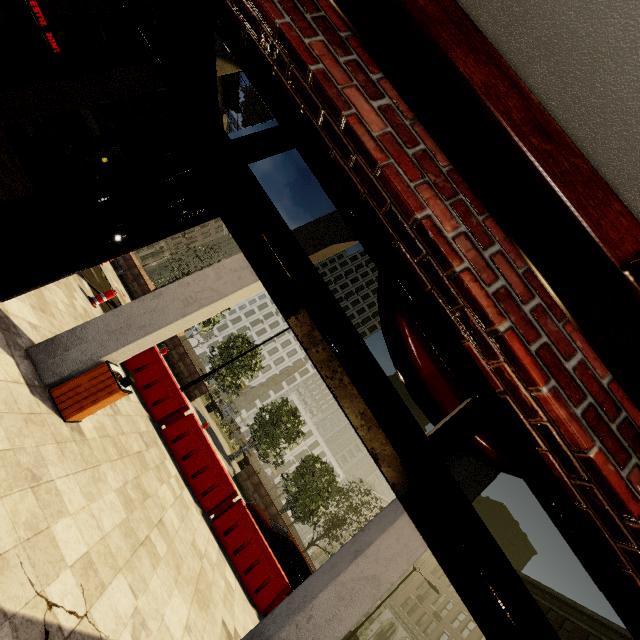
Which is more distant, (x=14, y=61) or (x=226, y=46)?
(x=14, y=61)

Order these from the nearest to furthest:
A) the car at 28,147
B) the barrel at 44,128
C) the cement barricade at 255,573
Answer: the cement barricade at 255,573, the car at 28,147, the barrel at 44,128

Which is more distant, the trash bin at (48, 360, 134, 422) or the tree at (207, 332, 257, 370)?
the tree at (207, 332, 257, 370)

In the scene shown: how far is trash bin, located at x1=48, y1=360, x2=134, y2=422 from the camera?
4.38m

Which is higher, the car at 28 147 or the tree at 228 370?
the tree at 228 370

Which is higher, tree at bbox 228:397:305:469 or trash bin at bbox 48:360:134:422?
tree at bbox 228:397:305:469

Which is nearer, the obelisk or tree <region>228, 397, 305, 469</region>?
tree <region>228, 397, 305, 469</region>

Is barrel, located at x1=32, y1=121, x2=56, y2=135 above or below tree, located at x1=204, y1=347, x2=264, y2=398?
below
